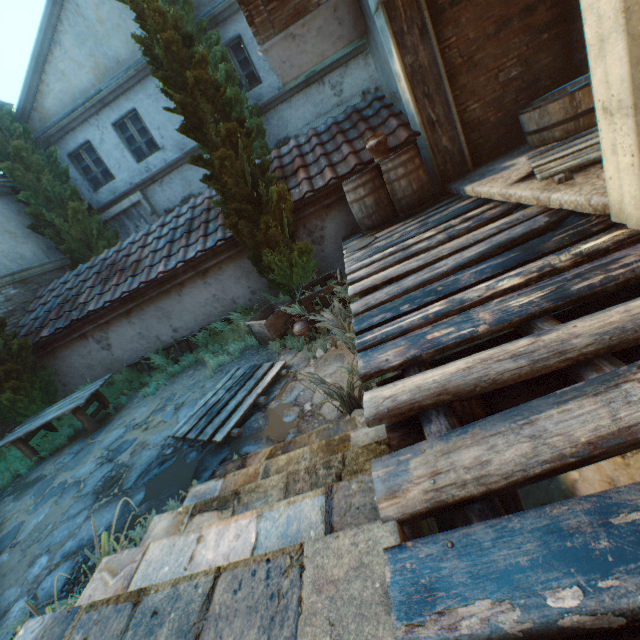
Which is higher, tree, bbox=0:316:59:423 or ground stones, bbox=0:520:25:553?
tree, bbox=0:316:59:423

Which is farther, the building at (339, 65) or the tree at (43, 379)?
the tree at (43, 379)

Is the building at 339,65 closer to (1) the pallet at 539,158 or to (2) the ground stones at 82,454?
(2) the ground stones at 82,454

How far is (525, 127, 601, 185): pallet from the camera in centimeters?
299cm

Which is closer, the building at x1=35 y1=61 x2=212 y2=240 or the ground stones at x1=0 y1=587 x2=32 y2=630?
the ground stones at x1=0 y1=587 x2=32 y2=630

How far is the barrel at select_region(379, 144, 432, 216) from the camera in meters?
5.2 m

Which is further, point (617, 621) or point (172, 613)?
point (172, 613)

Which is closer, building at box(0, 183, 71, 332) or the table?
the table
